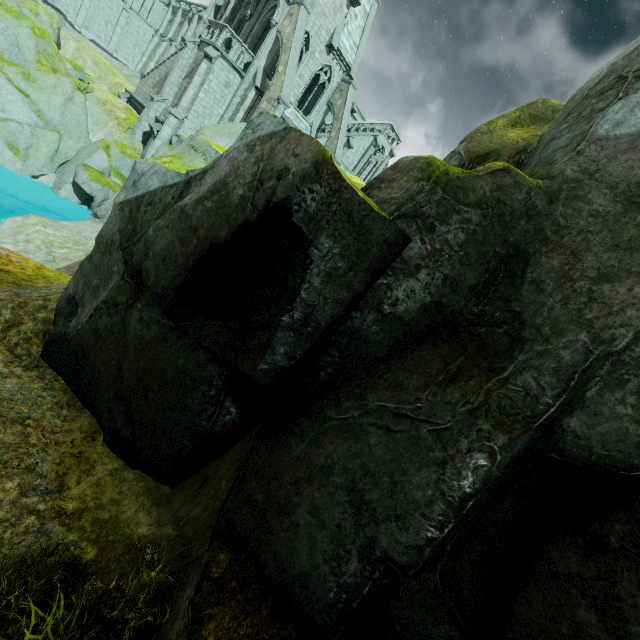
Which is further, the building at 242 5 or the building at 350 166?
the building at 350 166

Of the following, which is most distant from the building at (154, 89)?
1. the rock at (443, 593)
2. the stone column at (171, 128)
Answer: the rock at (443, 593)

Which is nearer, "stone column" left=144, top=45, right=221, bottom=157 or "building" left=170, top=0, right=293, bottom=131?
"stone column" left=144, top=45, right=221, bottom=157

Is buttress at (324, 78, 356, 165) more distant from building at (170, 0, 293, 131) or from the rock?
the rock

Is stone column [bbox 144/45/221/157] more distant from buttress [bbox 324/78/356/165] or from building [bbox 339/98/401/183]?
buttress [bbox 324/78/356/165]

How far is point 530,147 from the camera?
3.7 meters

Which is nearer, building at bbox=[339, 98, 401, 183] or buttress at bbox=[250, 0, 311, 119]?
buttress at bbox=[250, 0, 311, 119]
